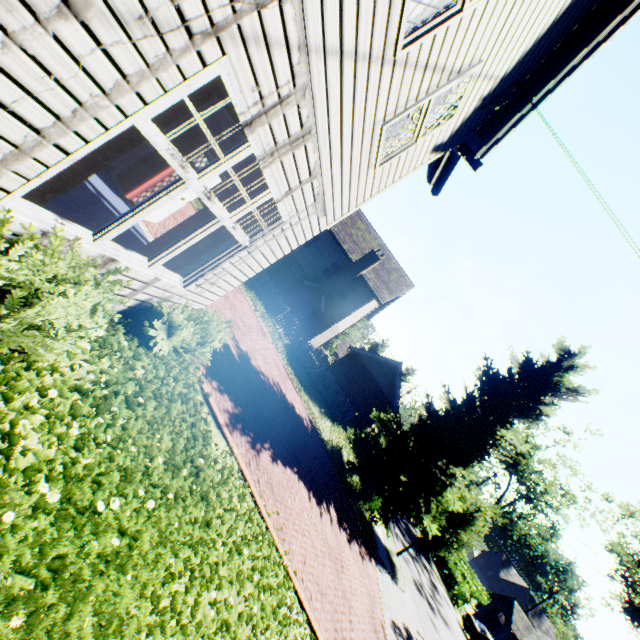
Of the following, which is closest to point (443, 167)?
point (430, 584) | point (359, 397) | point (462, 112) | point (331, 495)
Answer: point (462, 112)

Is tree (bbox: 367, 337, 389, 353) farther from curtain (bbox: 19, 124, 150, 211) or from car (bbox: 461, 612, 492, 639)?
curtain (bbox: 19, 124, 150, 211)

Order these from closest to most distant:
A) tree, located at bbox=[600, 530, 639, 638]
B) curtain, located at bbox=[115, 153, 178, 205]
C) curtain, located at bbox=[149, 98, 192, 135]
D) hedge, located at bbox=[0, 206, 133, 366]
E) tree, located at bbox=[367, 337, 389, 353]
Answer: hedge, located at bbox=[0, 206, 133, 366] → curtain, located at bbox=[149, 98, 192, 135] → curtain, located at bbox=[115, 153, 178, 205] → tree, located at bbox=[600, 530, 639, 638] → tree, located at bbox=[367, 337, 389, 353]

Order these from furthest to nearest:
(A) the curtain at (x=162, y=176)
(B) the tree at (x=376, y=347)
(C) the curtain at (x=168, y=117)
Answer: (B) the tree at (x=376, y=347), (A) the curtain at (x=162, y=176), (C) the curtain at (x=168, y=117)

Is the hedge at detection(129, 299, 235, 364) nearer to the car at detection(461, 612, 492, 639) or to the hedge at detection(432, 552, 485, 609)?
the car at detection(461, 612, 492, 639)

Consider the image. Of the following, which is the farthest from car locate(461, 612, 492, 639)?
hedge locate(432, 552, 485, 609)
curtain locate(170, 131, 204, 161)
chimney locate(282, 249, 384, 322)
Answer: curtain locate(170, 131, 204, 161)

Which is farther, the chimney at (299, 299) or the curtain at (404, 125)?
the chimney at (299, 299)

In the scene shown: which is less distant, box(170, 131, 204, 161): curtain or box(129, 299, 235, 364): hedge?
box(129, 299, 235, 364): hedge
